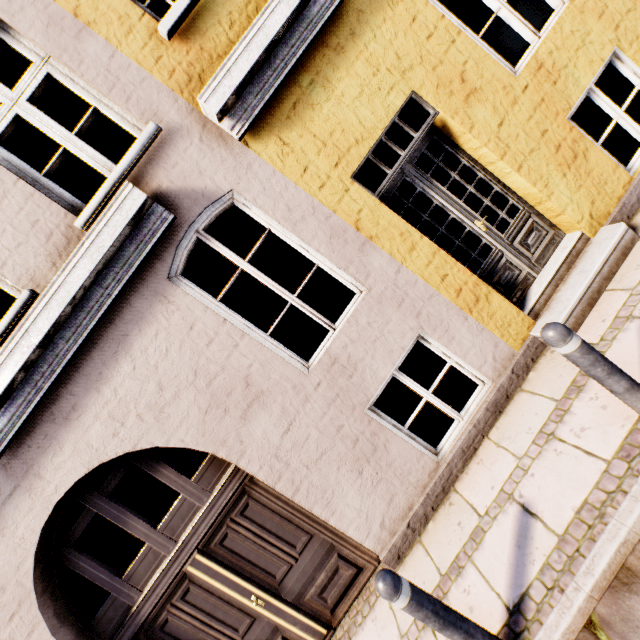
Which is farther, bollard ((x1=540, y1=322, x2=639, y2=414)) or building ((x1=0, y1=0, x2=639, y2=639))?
building ((x1=0, y1=0, x2=639, y2=639))

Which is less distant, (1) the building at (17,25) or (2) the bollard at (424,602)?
(2) the bollard at (424,602)

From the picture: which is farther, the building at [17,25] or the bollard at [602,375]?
the building at [17,25]

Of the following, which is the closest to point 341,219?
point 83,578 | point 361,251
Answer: point 361,251

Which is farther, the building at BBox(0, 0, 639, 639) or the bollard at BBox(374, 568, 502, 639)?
the building at BBox(0, 0, 639, 639)
